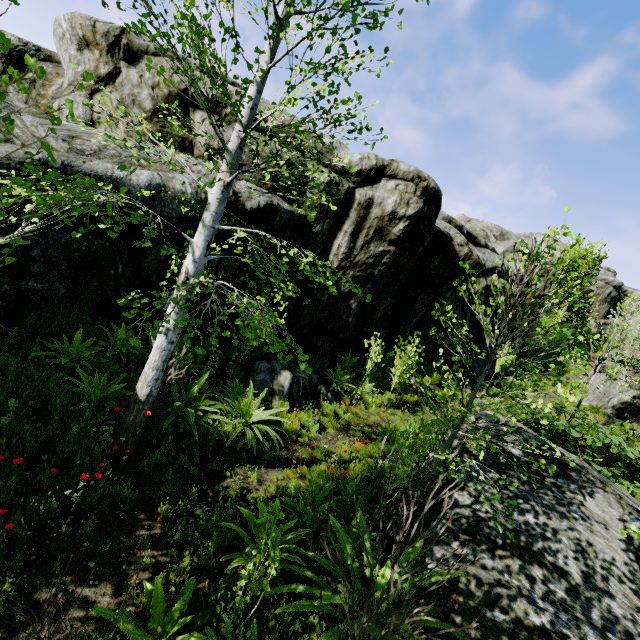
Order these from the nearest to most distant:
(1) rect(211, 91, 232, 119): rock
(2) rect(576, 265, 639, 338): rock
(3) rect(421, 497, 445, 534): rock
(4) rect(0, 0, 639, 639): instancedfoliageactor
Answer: (4) rect(0, 0, 639, 639): instancedfoliageactor → (3) rect(421, 497, 445, 534): rock → (1) rect(211, 91, 232, 119): rock → (2) rect(576, 265, 639, 338): rock

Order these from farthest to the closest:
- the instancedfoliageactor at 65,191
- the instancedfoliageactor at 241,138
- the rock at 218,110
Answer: the rock at 218,110, the instancedfoliageactor at 241,138, the instancedfoliageactor at 65,191

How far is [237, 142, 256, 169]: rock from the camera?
9.0m

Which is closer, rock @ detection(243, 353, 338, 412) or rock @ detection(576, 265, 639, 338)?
rock @ detection(243, 353, 338, 412)

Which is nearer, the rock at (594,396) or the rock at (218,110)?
the rock at (218,110)

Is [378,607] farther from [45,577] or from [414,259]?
[414,259]
